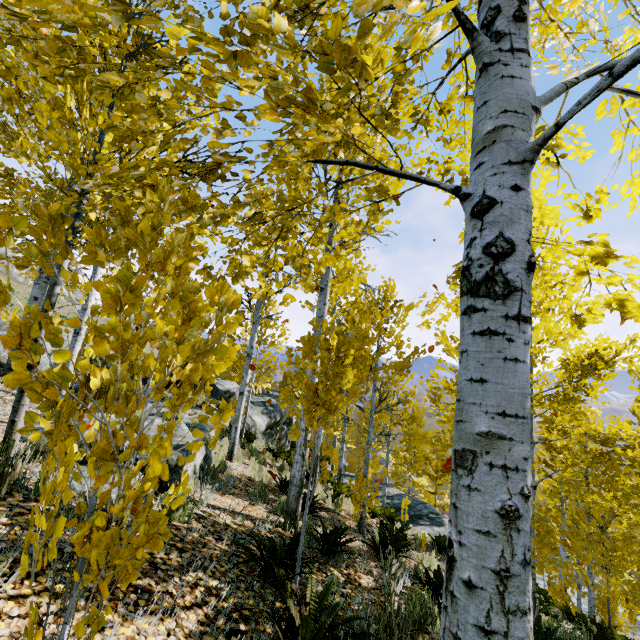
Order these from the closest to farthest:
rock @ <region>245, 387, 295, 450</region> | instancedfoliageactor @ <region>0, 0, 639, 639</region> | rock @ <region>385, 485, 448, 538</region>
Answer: instancedfoliageactor @ <region>0, 0, 639, 639</region>, rock @ <region>385, 485, 448, 538</region>, rock @ <region>245, 387, 295, 450</region>

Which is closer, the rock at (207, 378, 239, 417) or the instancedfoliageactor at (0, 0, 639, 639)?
the instancedfoliageactor at (0, 0, 639, 639)

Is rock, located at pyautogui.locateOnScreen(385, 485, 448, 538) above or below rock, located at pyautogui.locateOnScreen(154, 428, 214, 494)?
below

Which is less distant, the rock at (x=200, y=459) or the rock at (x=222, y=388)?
the rock at (x=200, y=459)

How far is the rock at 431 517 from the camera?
14.53m

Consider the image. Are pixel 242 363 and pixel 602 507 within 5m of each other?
no

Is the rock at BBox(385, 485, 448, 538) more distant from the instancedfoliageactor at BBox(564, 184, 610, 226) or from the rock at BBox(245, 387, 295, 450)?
the rock at BBox(245, 387, 295, 450)
